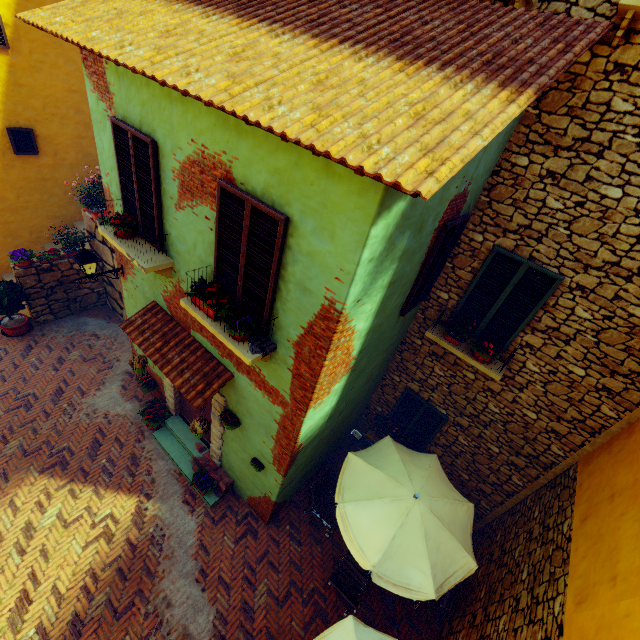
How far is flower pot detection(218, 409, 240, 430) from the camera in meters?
5.9 m

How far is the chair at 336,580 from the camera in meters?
5.7

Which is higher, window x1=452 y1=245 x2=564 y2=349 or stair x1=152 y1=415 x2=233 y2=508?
window x1=452 y1=245 x2=564 y2=349

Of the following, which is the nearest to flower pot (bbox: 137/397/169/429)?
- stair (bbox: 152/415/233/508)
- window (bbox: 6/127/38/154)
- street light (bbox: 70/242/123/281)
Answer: stair (bbox: 152/415/233/508)

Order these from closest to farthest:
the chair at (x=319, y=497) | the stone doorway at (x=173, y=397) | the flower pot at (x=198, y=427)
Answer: the flower pot at (x=198, y=427), the chair at (x=319, y=497), the stone doorway at (x=173, y=397)

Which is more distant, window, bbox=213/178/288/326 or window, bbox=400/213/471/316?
window, bbox=400/213/471/316

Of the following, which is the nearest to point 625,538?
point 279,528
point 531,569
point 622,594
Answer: point 622,594

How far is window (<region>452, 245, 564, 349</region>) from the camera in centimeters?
518cm
